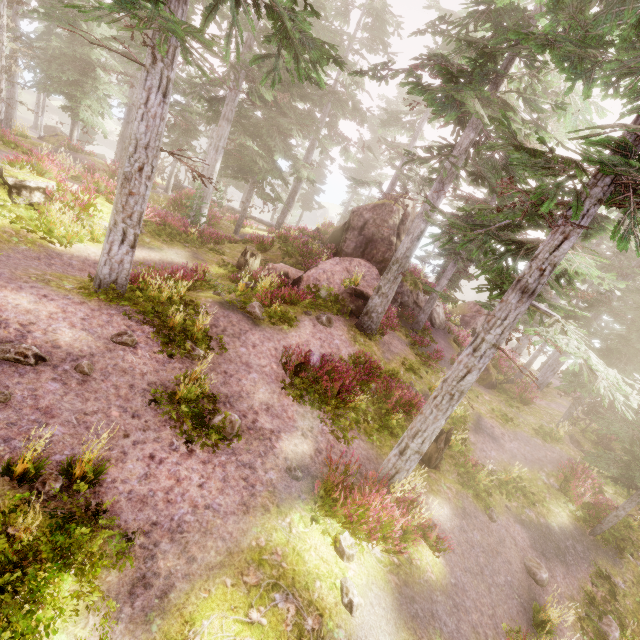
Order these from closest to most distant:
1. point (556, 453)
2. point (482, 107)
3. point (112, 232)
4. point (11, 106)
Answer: point (112, 232), point (482, 107), point (556, 453), point (11, 106)

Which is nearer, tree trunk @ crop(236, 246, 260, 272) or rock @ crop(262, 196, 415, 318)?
rock @ crop(262, 196, 415, 318)

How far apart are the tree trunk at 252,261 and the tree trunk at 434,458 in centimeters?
1170cm

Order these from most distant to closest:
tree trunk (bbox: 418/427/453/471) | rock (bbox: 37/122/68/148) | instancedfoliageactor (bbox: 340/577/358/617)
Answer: rock (bbox: 37/122/68/148) < tree trunk (bbox: 418/427/453/471) < instancedfoliageactor (bbox: 340/577/358/617)

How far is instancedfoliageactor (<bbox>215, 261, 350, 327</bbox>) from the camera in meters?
12.3 m

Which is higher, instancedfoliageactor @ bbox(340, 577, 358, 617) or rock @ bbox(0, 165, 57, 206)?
rock @ bbox(0, 165, 57, 206)

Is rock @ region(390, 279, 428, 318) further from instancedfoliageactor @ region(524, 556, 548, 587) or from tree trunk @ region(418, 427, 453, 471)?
tree trunk @ region(418, 427, 453, 471)

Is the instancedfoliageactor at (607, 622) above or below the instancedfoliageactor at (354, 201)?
below
